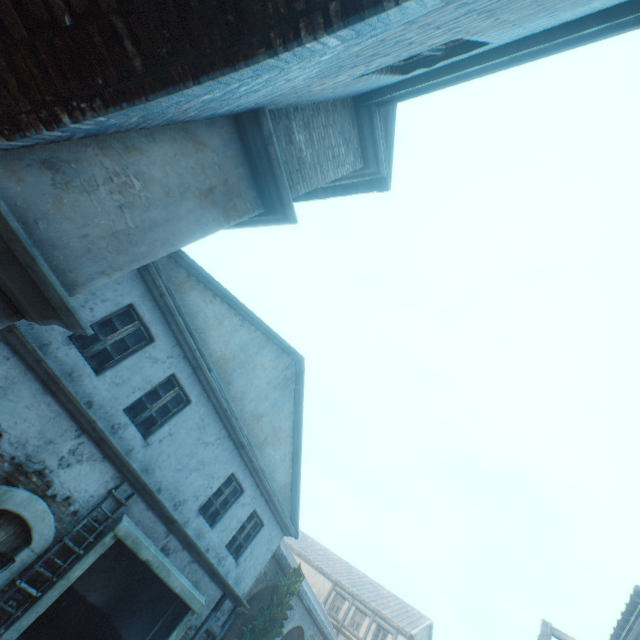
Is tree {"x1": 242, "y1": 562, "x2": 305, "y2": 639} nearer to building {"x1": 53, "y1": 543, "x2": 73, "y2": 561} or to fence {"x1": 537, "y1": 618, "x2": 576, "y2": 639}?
building {"x1": 53, "y1": 543, "x2": 73, "y2": 561}

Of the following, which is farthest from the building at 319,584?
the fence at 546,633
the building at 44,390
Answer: the fence at 546,633

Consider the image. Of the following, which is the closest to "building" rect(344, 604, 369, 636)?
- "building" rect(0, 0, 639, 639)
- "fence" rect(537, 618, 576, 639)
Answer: "building" rect(0, 0, 639, 639)

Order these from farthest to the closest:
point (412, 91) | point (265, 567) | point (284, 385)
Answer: point (265, 567) < point (284, 385) < point (412, 91)

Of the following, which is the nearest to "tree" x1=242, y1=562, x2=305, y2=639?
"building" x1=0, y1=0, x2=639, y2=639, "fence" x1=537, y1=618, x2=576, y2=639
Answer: "building" x1=0, y1=0, x2=639, y2=639

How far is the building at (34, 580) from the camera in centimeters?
615cm
